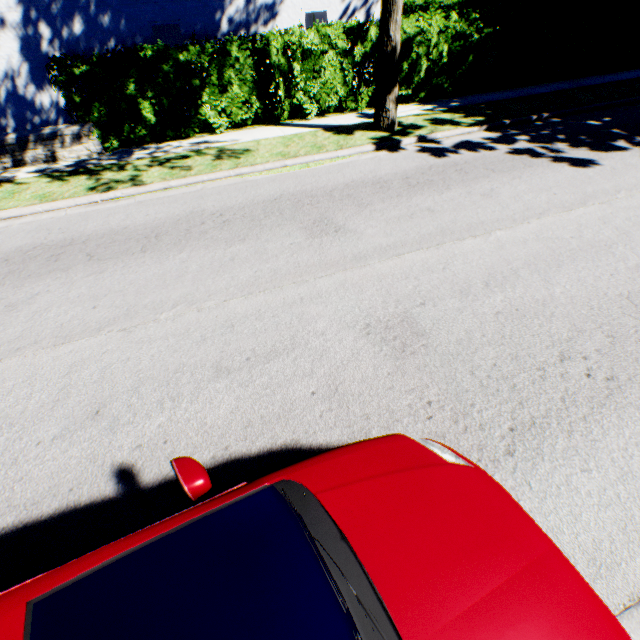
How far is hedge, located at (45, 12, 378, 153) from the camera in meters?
8.0

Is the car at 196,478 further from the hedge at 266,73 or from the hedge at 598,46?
the hedge at 598,46

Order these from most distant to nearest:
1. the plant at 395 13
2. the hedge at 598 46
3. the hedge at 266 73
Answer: the hedge at 598 46 < the hedge at 266 73 < the plant at 395 13

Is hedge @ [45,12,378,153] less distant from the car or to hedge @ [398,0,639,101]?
hedge @ [398,0,639,101]

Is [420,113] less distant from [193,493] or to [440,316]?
[440,316]

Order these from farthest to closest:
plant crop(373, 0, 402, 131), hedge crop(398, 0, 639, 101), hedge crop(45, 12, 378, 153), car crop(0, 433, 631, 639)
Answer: hedge crop(398, 0, 639, 101), hedge crop(45, 12, 378, 153), plant crop(373, 0, 402, 131), car crop(0, 433, 631, 639)

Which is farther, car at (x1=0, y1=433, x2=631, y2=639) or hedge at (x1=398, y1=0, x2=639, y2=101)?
hedge at (x1=398, y1=0, x2=639, y2=101)

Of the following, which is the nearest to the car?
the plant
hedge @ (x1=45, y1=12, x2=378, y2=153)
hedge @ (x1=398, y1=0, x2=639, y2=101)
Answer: the plant
